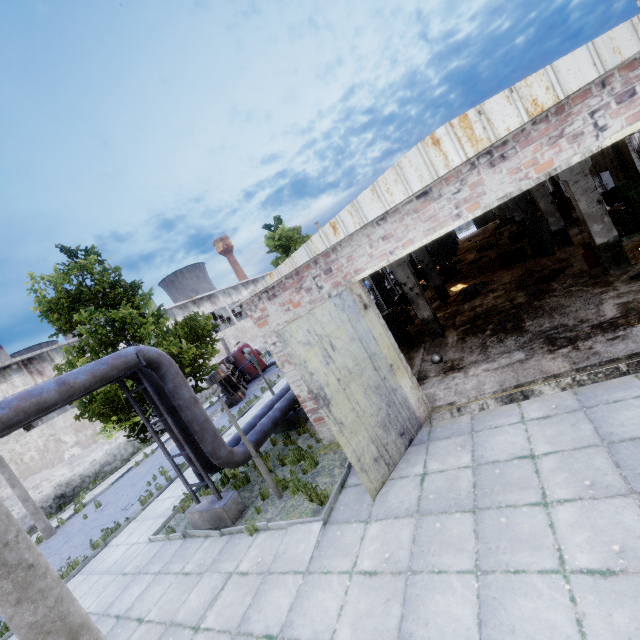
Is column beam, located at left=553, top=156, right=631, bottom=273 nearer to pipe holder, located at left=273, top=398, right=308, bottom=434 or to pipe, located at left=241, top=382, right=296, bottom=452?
pipe, located at left=241, top=382, right=296, bottom=452

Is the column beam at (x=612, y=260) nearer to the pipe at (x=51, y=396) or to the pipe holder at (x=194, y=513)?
the pipe at (x=51, y=396)

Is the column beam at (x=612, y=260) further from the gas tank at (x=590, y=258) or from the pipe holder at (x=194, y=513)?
the pipe holder at (x=194, y=513)

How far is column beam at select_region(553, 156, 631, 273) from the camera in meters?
9.7 m

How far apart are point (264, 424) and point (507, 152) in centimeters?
976cm

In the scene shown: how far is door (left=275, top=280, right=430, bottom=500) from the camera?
6.3 meters

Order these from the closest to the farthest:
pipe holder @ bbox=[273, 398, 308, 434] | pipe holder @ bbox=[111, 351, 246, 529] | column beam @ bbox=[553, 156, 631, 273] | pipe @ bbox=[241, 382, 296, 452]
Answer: pipe holder @ bbox=[111, 351, 246, 529]
column beam @ bbox=[553, 156, 631, 273]
pipe @ bbox=[241, 382, 296, 452]
pipe holder @ bbox=[273, 398, 308, 434]

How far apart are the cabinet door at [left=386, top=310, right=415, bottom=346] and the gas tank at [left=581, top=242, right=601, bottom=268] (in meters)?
6.59
